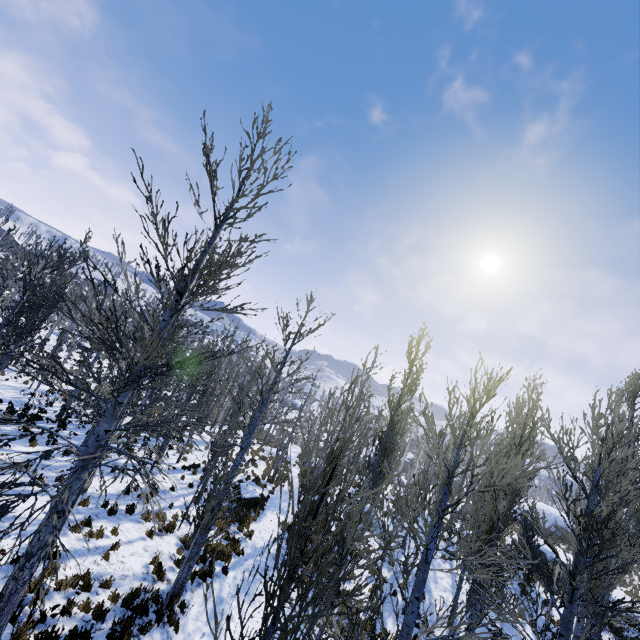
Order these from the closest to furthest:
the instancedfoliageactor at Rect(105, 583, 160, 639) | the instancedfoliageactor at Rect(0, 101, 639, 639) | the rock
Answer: the instancedfoliageactor at Rect(0, 101, 639, 639) → the instancedfoliageactor at Rect(105, 583, 160, 639) → the rock

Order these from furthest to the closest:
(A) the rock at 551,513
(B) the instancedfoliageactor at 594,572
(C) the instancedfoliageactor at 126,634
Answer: (A) the rock at 551,513, (C) the instancedfoliageactor at 126,634, (B) the instancedfoliageactor at 594,572

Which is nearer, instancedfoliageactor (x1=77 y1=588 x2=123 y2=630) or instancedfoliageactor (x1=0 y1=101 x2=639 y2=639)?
instancedfoliageactor (x1=0 y1=101 x2=639 y2=639)

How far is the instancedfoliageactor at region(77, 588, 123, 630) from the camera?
7.2m

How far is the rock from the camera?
36.06m

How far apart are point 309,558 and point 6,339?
21.41m

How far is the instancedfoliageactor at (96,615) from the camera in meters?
7.2

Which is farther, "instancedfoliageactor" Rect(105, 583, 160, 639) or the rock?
the rock
